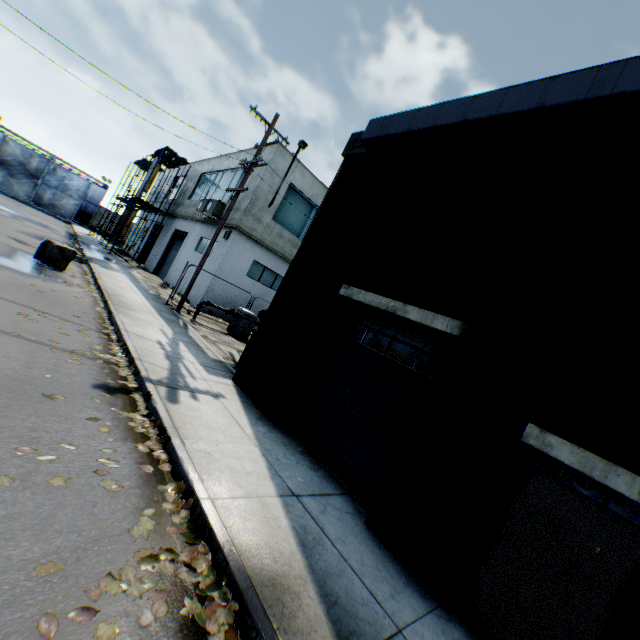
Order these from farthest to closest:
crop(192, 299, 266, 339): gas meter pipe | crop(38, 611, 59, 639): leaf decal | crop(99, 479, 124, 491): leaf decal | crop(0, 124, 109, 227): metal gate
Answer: crop(0, 124, 109, 227): metal gate
crop(192, 299, 266, 339): gas meter pipe
crop(99, 479, 124, 491): leaf decal
crop(38, 611, 59, 639): leaf decal

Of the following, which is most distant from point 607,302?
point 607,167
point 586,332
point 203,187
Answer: point 203,187

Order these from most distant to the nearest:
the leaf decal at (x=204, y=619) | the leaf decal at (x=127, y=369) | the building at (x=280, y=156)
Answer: the building at (x=280, y=156)
the leaf decal at (x=127, y=369)
the leaf decal at (x=204, y=619)

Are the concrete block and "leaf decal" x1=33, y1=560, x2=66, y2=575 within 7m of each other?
no

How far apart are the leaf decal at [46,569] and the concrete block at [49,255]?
12.6 meters

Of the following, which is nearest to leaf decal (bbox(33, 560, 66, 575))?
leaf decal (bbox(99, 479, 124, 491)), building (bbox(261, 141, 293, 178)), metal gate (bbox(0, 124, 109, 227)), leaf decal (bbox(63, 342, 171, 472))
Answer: leaf decal (bbox(99, 479, 124, 491))

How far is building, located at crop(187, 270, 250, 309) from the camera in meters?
17.2 m

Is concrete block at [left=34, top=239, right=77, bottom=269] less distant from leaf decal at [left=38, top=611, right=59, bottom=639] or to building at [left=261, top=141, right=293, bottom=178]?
building at [left=261, top=141, right=293, bottom=178]
